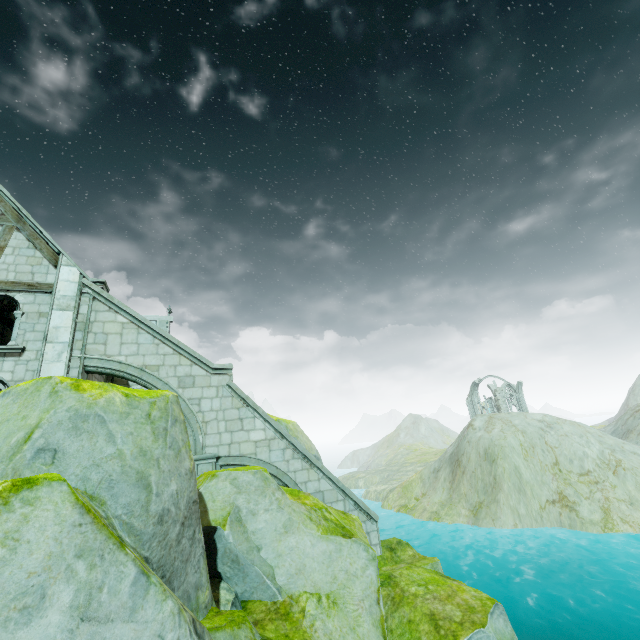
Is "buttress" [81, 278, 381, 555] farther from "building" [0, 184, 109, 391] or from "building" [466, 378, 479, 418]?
"building" [466, 378, 479, 418]

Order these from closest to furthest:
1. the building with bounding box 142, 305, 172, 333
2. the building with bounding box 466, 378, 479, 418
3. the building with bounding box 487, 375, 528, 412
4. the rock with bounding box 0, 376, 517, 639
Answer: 1. the rock with bounding box 0, 376, 517, 639
2. the building with bounding box 142, 305, 172, 333
3. the building with bounding box 487, 375, 528, 412
4. the building with bounding box 466, 378, 479, 418

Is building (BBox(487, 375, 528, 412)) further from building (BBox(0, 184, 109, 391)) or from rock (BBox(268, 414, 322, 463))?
building (BBox(0, 184, 109, 391))

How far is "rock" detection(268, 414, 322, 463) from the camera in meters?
15.1

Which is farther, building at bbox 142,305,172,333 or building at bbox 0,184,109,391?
building at bbox 142,305,172,333

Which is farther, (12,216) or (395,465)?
(395,465)

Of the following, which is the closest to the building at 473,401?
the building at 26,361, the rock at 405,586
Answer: the rock at 405,586

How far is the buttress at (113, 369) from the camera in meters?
10.2
